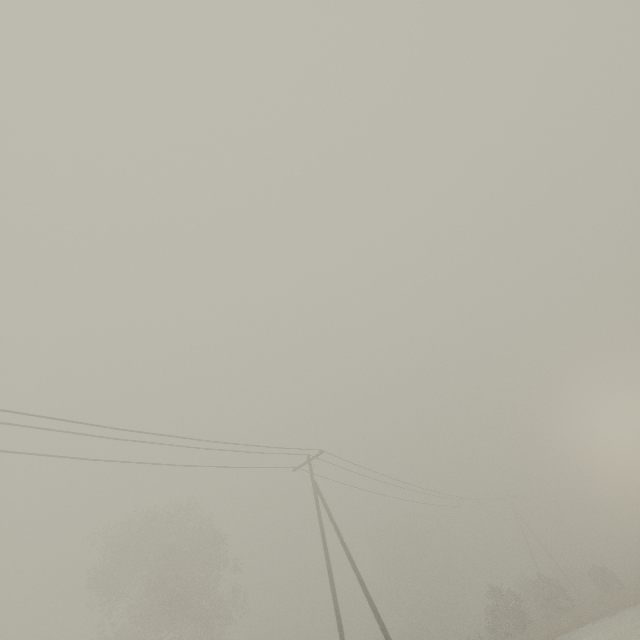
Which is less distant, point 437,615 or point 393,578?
point 437,615

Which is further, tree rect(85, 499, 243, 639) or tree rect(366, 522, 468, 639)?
tree rect(366, 522, 468, 639)

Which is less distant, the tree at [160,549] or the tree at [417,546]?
the tree at [160,549]
